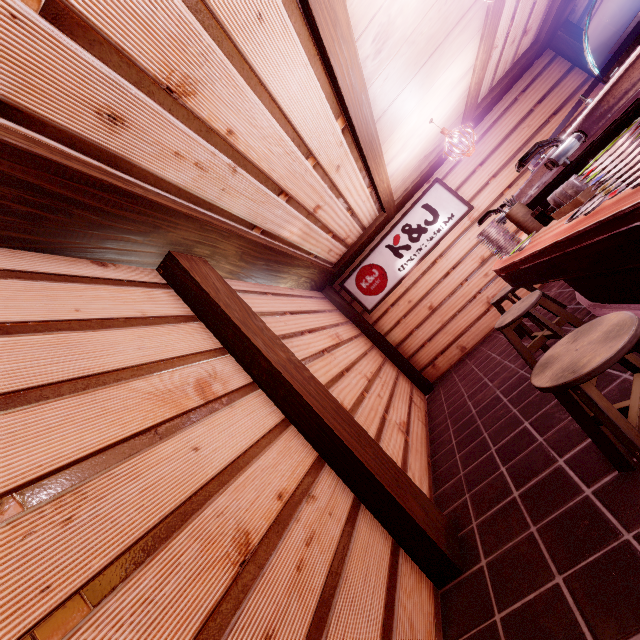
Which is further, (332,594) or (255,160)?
Answer: (255,160)

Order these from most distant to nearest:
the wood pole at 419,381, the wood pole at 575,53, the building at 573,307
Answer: the wood pole at 419,381 → the wood pole at 575,53 → the building at 573,307

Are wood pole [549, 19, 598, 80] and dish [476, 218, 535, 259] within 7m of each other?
no

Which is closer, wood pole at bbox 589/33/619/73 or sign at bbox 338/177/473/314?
wood pole at bbox 589/33/619/73

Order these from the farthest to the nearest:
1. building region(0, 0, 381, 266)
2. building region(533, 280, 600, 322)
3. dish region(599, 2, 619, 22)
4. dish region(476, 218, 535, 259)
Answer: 1. dish region(599, 2, 619, 22)
2. building region(533, 280, 600, 322)
3. dish region(476, 218, 535, 259)
4. building region(0, 0, 381, 266)

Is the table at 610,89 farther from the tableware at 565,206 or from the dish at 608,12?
the dish at 608,12

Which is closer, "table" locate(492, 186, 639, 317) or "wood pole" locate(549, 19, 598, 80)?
"table" locate(492, 186, 639, 317)

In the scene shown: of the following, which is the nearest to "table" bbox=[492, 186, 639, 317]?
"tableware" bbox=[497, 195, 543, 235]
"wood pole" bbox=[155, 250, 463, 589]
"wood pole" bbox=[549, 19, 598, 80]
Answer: "tableware" bbox=[497, 195, 543, 235]
